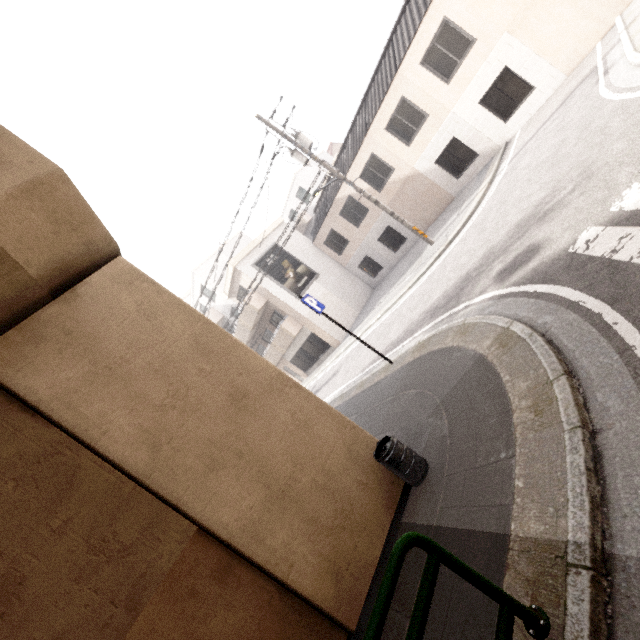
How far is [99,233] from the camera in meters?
4.1 m

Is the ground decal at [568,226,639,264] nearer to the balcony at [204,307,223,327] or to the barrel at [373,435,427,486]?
the barrel at [373,435,427,486]

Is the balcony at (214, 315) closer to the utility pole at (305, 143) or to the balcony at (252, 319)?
the balcony at (252, 319)

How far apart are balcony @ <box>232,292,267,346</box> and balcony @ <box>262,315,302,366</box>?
1.58m

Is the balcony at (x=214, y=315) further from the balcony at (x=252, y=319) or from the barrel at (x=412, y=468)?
the barrel at (x=412, y=468)

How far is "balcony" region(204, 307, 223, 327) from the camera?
26.34m

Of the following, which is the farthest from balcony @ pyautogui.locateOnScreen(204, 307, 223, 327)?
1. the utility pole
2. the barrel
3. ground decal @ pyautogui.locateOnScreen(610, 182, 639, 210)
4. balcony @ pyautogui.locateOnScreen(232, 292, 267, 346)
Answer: ground decal @ pyautogui.locateOnScreen(610, 182, 639, 210)

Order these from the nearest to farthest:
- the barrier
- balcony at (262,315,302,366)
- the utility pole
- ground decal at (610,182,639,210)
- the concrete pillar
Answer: the barrier
the concrete pillar
ground decal at (610,182,639,210)
the utility pole
balcony at (262,315,302,366)
